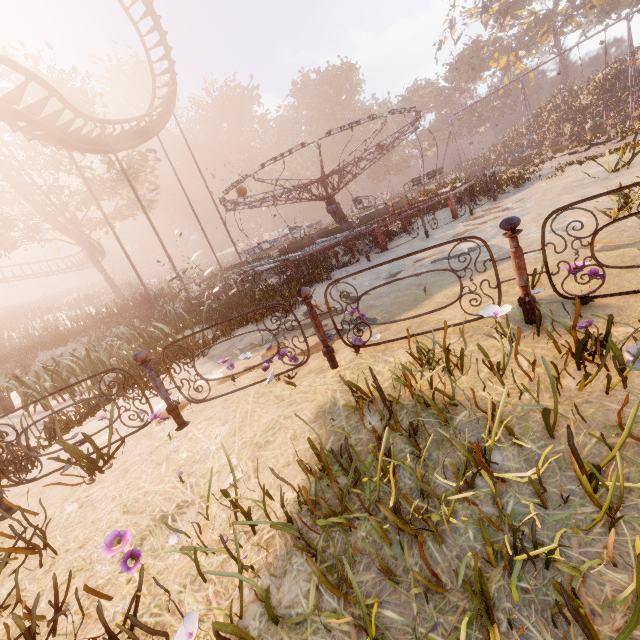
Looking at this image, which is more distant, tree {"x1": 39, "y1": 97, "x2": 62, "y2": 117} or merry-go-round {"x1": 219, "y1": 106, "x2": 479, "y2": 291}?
tree {"x1": 39, "y1": 97, "x2": 62, "y2": 117}

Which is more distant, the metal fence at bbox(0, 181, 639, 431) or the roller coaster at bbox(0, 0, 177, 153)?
the roller coaster at bbox(0, 0, 177, 153)

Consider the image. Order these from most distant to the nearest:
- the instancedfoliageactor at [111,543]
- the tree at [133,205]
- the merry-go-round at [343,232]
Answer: the tree at [133,205] < the merry-go-round at [343,232] < the instancedfoliageactor at [111,543]

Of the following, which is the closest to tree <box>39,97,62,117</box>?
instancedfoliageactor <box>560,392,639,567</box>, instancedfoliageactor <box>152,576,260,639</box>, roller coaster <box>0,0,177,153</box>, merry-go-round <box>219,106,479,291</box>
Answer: roller coaster <box>0,0,177,153</box>

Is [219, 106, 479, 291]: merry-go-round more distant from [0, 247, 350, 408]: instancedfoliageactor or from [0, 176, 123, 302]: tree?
[0, 176, 123, 302]: tree

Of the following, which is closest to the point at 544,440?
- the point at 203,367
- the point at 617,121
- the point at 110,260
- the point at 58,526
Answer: the point at 58,526

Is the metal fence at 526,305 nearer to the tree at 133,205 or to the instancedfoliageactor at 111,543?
the instancedfoliageactor at 111,543
